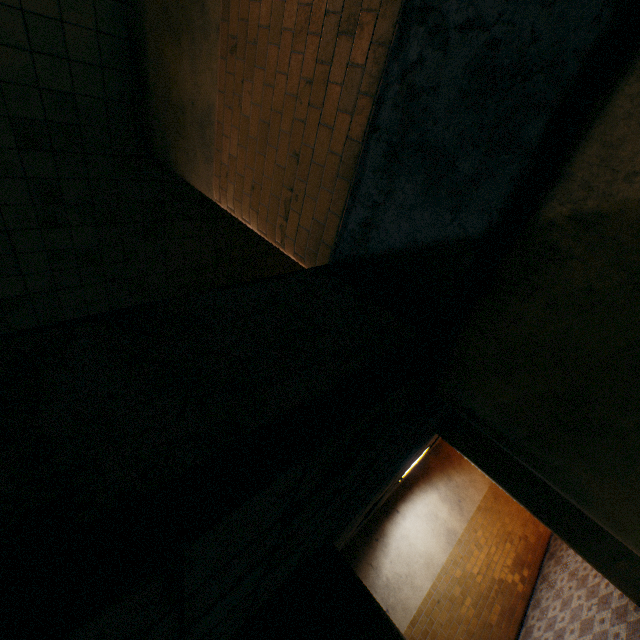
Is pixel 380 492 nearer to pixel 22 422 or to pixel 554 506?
pixel 554 506
